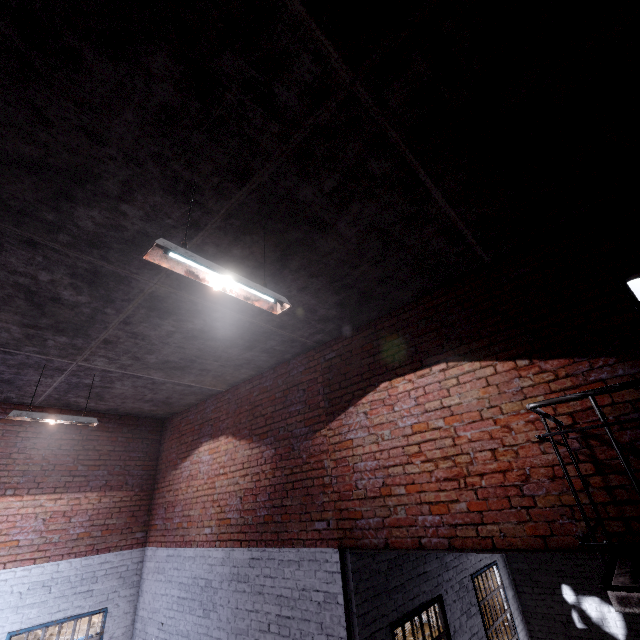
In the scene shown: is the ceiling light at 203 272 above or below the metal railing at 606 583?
above

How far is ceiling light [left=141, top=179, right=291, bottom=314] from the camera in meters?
2.2

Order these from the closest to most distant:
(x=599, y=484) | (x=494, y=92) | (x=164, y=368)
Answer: (x=494, y=92), (x=599, y=484), (x=164, y=368)

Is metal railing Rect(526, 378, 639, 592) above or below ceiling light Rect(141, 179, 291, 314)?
below

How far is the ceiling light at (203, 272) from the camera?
2.2m
